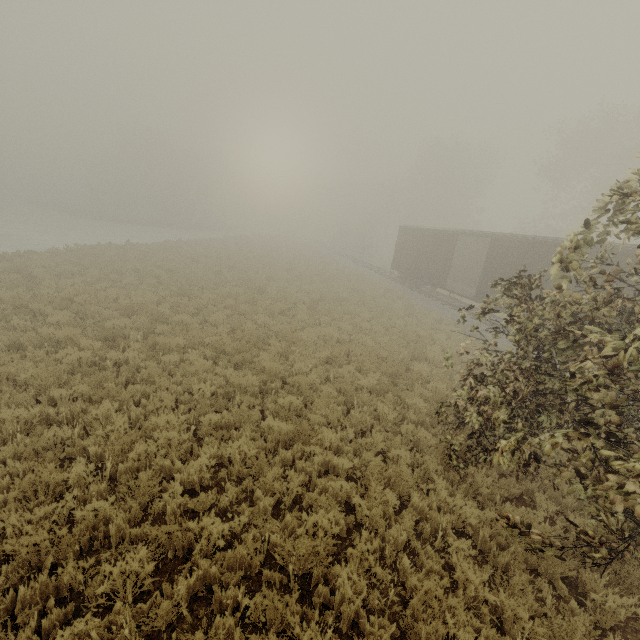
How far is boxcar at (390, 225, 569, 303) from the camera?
15.0 meters

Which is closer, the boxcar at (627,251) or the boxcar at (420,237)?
the boxcar at (627,251)

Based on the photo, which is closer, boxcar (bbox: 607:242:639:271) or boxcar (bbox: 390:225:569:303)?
boxcar (bbox: 607:242:639:271)

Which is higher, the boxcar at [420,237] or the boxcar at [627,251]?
the boxcar at [627,251]

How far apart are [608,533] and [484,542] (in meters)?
1.85

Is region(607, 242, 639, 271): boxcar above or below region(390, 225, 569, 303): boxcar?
above
